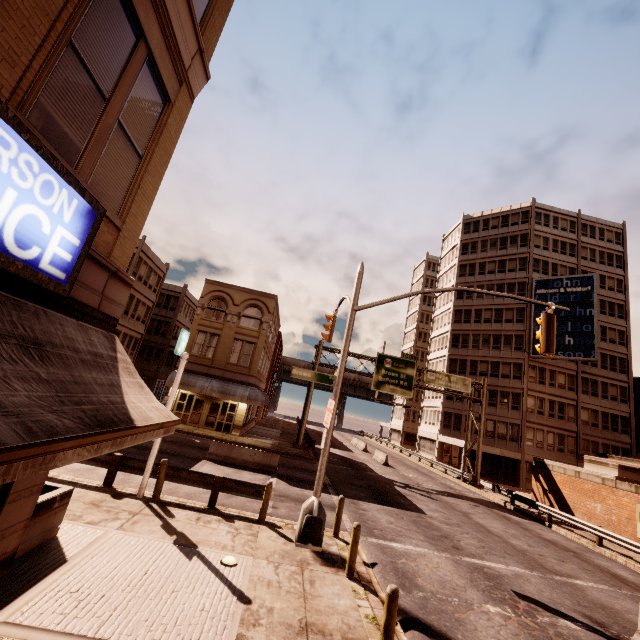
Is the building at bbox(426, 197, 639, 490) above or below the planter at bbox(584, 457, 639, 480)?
above

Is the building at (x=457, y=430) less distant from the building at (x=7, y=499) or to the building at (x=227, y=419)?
the building at (x=227, y=419)

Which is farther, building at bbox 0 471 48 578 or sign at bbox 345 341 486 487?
sign at bbox 345 341 486 487

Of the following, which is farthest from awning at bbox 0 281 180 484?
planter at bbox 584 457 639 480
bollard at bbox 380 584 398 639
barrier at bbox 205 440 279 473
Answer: planter at bbox 584 457 639 480

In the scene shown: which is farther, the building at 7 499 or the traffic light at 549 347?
the traffic light at 549 347

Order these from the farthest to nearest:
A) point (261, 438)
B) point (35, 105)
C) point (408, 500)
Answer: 1. point (261, 438)
2. point (408, 500)
3. point (35, 105)

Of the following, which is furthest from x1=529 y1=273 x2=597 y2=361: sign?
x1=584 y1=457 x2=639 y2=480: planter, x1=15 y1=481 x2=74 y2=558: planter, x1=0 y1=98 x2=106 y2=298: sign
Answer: x1=0 y1=98 x2=106 y2=298: sign

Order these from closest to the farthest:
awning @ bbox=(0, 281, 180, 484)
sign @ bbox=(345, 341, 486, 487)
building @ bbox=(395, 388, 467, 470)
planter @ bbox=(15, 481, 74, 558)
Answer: awning @ bbox=(0, 281, 180, 484) < planter @ bbox=(15, 481, 74, 558) < sign @ bbox=(345, 341, 486, 487) < building @ bbox=(395, 388, 467, 470)
